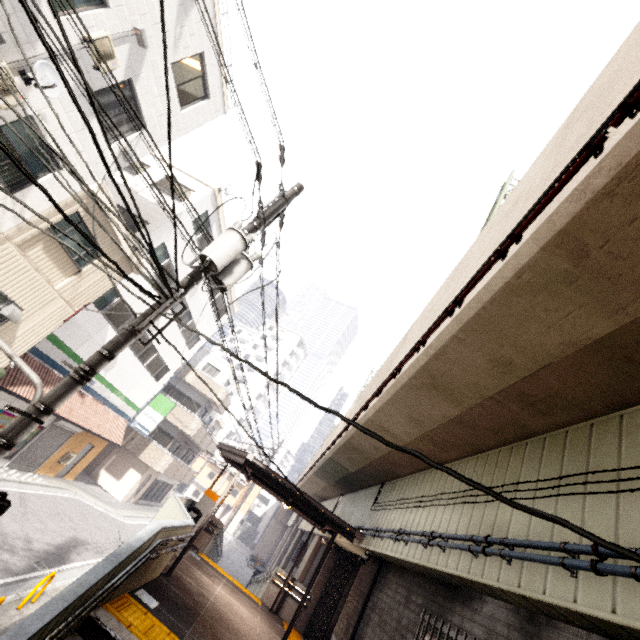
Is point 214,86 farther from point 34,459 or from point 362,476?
point 34,459

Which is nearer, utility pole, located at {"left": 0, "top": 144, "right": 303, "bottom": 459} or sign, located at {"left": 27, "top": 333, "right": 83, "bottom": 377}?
utility pole, located at {"left": 0, "top": 144, "right": 303, "bottom": 459}

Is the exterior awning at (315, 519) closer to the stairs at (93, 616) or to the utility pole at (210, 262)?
the stairs at (93, 616)

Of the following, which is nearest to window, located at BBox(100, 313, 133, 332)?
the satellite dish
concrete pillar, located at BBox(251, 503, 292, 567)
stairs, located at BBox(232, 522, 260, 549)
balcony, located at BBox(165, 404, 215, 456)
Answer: the satellite dish

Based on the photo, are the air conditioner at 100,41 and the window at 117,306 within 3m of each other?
no

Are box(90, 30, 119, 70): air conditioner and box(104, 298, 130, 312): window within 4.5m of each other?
no

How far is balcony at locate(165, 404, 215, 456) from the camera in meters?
24.2

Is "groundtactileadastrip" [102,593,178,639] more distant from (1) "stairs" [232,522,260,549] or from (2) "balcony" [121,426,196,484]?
(1) "stairs" [232,522,260,549]
